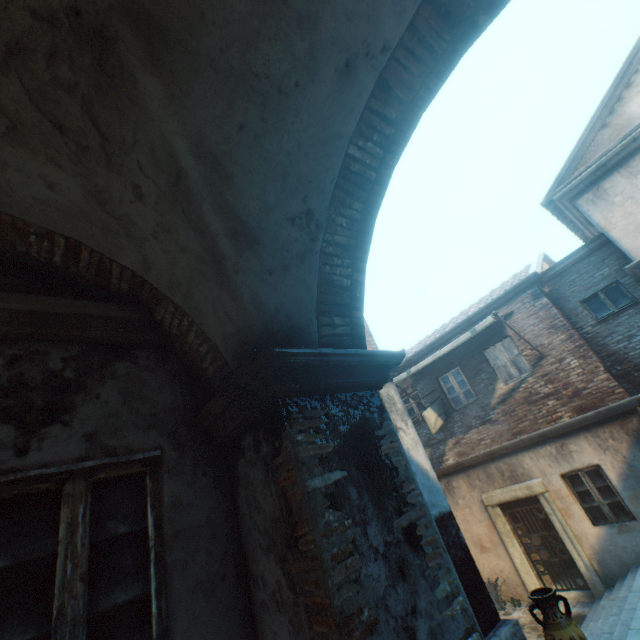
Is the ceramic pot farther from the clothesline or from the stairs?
the clothesline

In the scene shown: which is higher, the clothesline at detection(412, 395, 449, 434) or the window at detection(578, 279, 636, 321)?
the window at detection(578, 279, 636, 321)

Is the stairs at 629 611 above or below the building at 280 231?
below

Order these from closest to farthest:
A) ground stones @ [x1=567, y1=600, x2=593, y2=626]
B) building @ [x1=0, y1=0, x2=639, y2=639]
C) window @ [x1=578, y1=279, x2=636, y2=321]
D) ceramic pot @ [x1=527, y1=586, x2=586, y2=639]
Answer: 1. building @ [x1=0, y1=0, x2=639, y2=639]
2. ceramic pot @ [x1=527, y1=586, x2=586, y2=639]
3. ground stones @ [x1=567, y1=600, x2=593, y2=626]
4. window @ [x1=578, y1=279, x2=636, y2=321]

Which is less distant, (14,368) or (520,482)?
(14,368)

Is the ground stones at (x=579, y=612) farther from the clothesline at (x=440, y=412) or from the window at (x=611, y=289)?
the window at (x=611, y=289)

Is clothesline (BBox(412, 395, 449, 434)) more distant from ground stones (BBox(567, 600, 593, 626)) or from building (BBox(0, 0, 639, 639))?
ground stones (BBox(567, 600, 593, 626))
